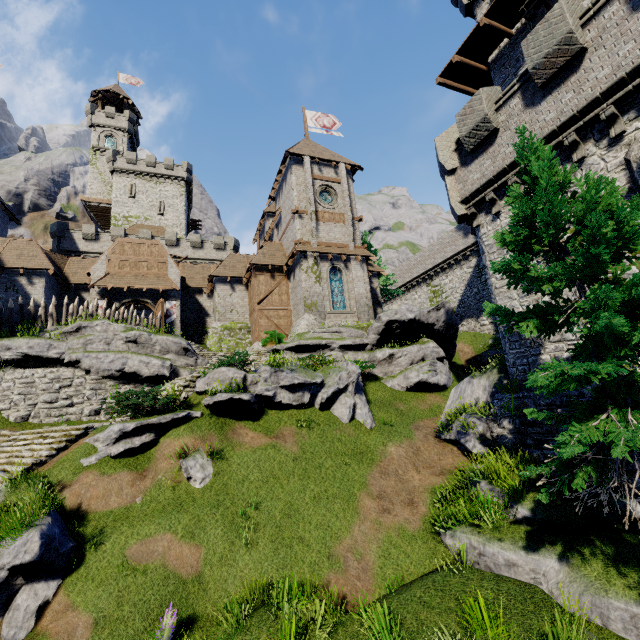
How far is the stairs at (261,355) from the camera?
21.06m

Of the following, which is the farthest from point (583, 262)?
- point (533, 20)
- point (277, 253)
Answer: point (277, 253)

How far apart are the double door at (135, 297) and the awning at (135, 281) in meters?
0.5 m

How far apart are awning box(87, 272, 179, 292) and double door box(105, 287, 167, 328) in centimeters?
48cm

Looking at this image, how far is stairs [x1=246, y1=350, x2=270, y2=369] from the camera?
21.1m

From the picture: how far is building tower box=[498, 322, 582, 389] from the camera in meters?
10.5 m

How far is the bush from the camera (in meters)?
23.64

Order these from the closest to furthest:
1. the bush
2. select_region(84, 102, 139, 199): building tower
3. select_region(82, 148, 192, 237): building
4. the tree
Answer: the tree → the bush → select_region(82, 148, 192, 237): building → select_region(84, 102, 139, 199): building tower
